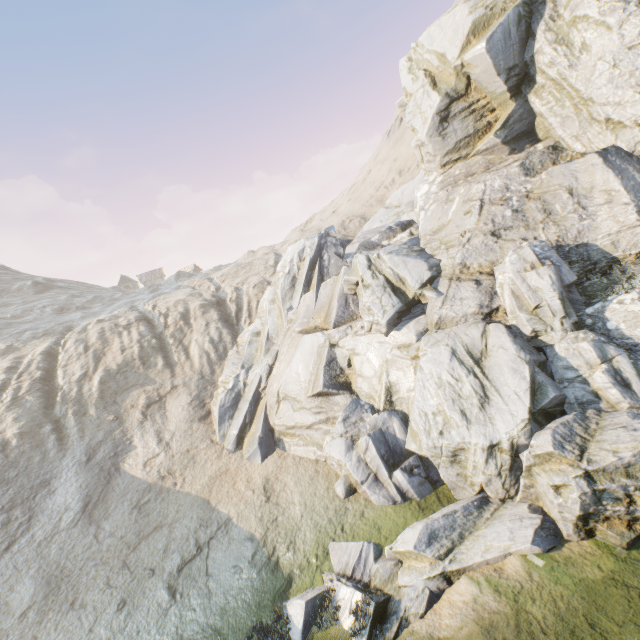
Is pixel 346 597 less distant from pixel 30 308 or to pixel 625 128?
pixel 625 128
